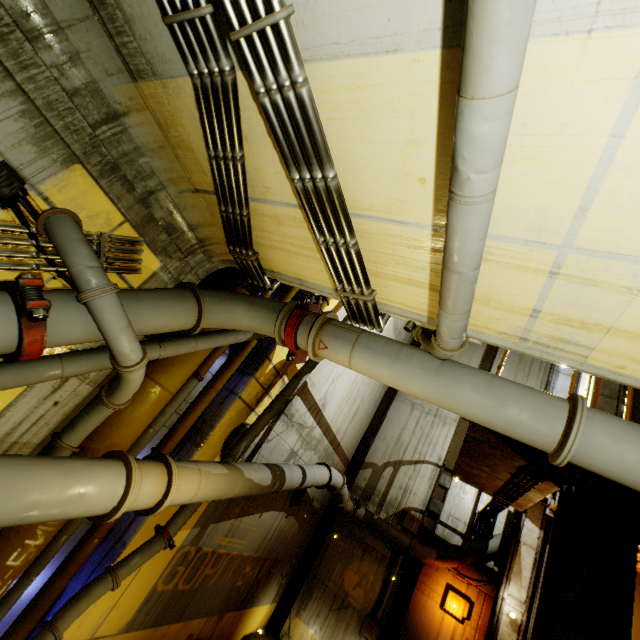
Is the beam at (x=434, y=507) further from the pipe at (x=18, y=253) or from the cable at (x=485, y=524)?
the cable at (x=485, y=524)

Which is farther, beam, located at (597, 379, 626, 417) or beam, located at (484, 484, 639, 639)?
beam, located at (597, 379, 626, 417)

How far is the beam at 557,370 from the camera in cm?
1138

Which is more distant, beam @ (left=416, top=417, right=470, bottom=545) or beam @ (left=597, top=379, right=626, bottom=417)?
beam @ (left=416, top=417, right=470, bottom=545)

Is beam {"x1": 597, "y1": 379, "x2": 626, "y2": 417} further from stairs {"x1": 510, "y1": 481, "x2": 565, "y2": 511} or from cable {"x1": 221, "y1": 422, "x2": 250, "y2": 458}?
cable {"x1": 221, "y1": 422, "x2": 250, "y2": 458}

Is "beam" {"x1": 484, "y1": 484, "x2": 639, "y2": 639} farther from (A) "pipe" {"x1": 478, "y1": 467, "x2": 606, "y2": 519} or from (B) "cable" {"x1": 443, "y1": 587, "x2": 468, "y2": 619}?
(B) "cable" {"x1": 443, "y1": 587, "x2": 468, "y2": 619}

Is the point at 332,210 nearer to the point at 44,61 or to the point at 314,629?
the point at 44,61

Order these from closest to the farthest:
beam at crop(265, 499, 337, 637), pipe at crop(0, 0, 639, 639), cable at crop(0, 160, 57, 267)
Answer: pipe at crop(0, 0, 639, 639), cable at crop(0, 160, 57, 267), beam at crop(265, 499, 337, 637)
